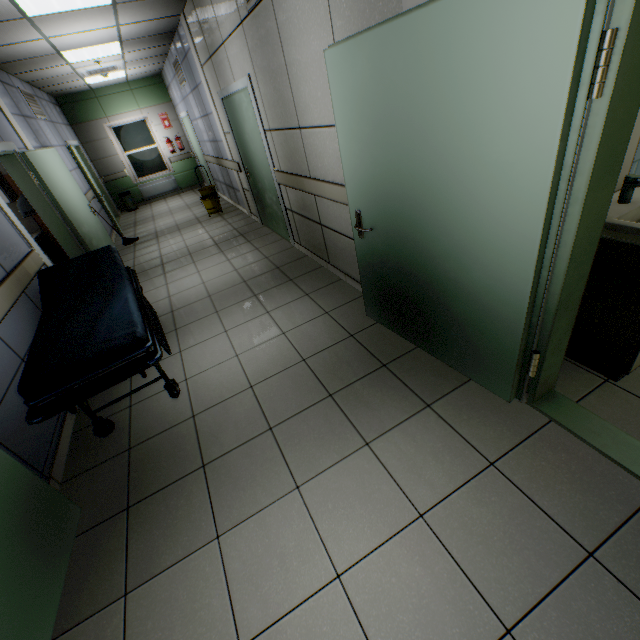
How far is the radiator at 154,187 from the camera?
10.80m

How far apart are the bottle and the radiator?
4.08m

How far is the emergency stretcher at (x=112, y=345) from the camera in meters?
2.0 m

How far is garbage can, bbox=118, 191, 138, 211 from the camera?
10.3m

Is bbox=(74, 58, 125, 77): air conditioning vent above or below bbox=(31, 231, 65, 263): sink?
above

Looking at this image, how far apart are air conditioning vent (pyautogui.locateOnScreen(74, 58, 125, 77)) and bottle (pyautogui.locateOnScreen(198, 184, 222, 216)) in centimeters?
241cm

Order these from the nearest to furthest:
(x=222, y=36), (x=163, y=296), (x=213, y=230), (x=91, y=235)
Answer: (x=222, y=36)
(x=163, y=296)
(x=91, y=235)
(x=213, y=230)

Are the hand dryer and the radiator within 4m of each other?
no
